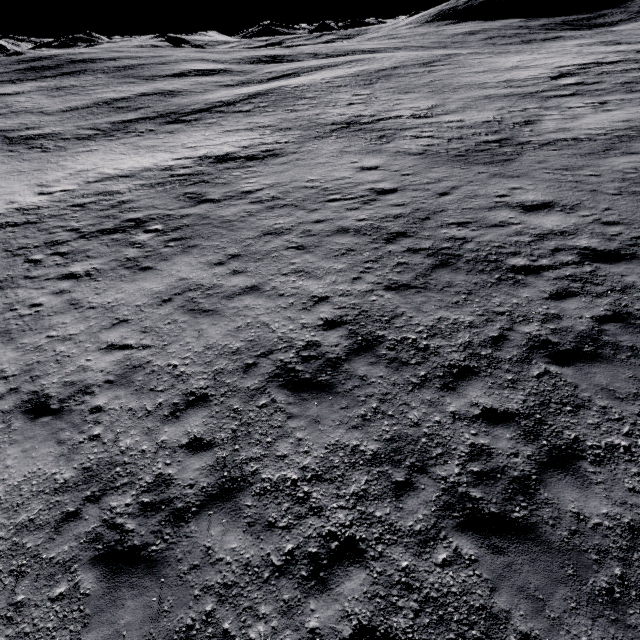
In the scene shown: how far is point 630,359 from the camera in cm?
673
